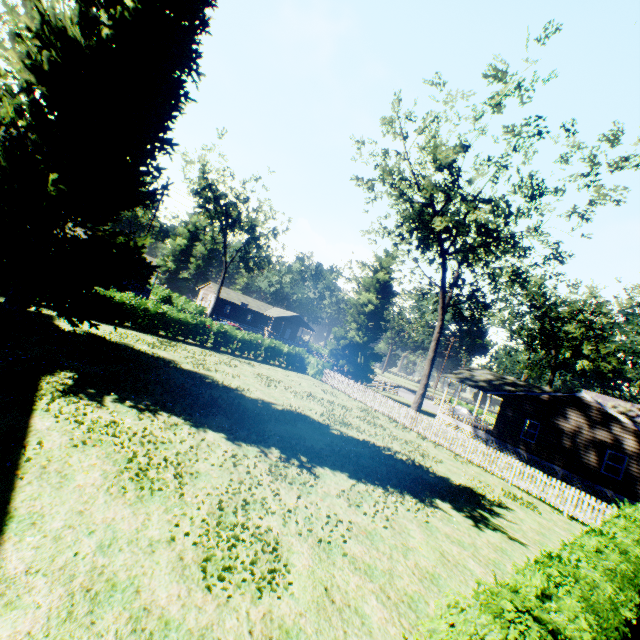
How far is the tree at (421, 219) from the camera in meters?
19.1

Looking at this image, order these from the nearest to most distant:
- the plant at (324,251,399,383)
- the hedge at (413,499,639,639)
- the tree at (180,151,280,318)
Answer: the hedge at (413,499,639,639), the plant at (324,251,399,383), the tree at (180,151,280,318)

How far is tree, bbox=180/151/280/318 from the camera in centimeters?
3931cm

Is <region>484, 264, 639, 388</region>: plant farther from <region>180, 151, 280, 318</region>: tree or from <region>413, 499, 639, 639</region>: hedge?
<region>180, 151, 280, 318</region>: tree

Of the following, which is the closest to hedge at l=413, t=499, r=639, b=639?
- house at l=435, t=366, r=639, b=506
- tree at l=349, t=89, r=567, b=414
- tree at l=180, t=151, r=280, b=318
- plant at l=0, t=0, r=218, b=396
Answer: tree at l=349, t=89, r=567, b=414

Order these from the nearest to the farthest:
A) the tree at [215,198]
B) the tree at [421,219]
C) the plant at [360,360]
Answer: the tree at [421,219], the plant at [360,360], the tree at [215,198]

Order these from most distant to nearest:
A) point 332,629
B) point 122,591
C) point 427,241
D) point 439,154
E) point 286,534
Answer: point 427,241 → point 439,154 → point 286,534 → point 332,629 → point 122,591

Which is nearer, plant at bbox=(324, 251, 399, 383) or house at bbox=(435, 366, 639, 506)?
house at bbox=(435, 366, 639, 506)
